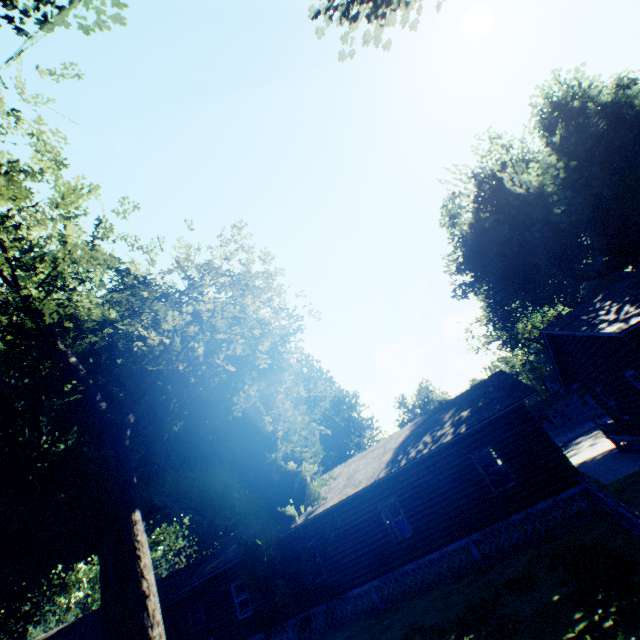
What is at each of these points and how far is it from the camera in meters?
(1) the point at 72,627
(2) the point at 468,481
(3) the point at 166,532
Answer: (1) house, 26.0 m
(2) house, 13.8 m
(3) tree, 48.5 m

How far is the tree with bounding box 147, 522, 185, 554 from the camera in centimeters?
4519cm

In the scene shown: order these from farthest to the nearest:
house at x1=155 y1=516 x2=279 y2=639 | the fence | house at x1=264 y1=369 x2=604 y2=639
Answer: house at x1=155 y1=516 x2=279 y2=639
house at x1=264 y1=369 x2=604 y2=639
the fence

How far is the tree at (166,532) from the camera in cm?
4519

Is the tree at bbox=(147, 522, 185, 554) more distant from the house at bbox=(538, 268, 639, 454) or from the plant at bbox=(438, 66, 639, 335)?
the house at bbox=(538, 268, 639, 454)

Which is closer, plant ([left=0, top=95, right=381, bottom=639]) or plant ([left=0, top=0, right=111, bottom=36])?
plant ([left=0, top=0, right=111, bottom=36])

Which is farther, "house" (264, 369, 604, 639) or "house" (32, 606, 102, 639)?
"house" (32, 606, 102, 639)

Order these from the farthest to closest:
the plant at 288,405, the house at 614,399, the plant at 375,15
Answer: the plant at 288,405
the plant at 375,15
the house at 614,399
